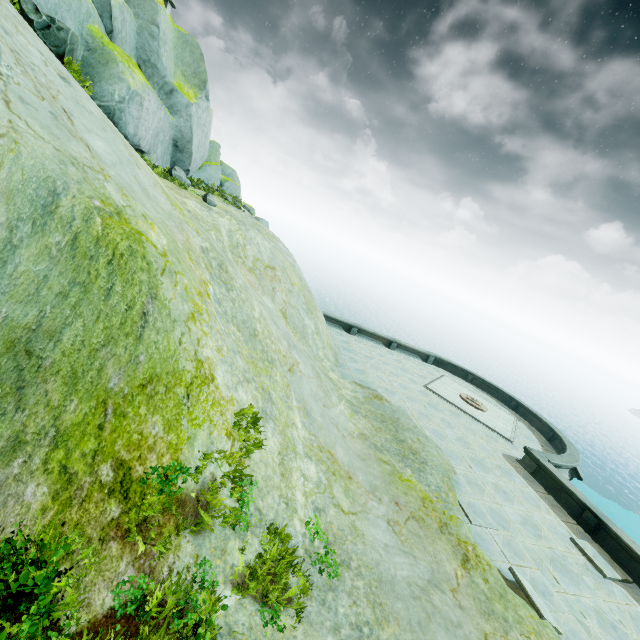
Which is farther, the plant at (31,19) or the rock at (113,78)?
the rock at (113,78)

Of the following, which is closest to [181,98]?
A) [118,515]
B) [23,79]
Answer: [23,79]

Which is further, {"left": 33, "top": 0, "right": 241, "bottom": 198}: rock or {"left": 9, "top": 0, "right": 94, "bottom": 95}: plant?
{"left": 33, "top": 0, "right": 241, "bottom": 198}: rock
